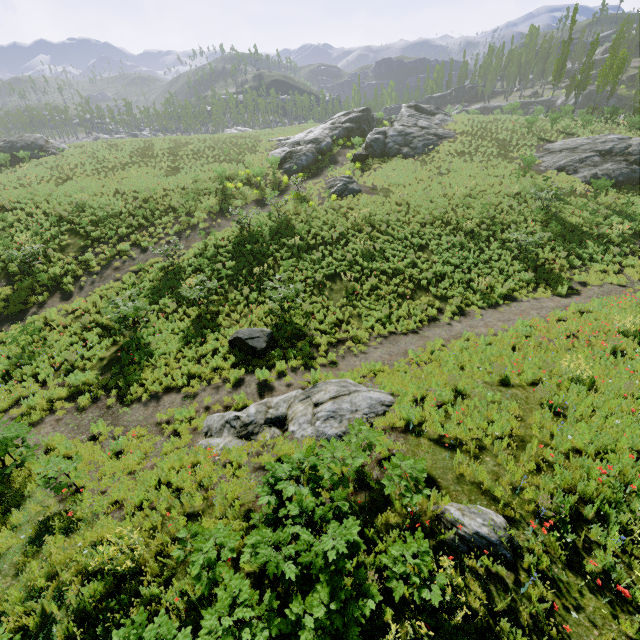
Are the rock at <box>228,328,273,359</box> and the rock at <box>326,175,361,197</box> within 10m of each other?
no

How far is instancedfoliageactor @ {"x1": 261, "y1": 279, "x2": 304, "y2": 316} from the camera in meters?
13.6 m

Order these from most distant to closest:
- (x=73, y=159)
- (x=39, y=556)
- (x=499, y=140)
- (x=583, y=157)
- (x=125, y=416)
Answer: (x=499, y=140) → (x=73, y=159) → (x=583, y=157) → (x=125, y=416) → (x=39, y=556)

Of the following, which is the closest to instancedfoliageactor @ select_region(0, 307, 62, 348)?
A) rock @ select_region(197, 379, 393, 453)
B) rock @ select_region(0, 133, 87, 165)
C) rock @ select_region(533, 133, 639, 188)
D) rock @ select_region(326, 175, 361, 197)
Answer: rock @ select_region(533, 133, 639, 188)

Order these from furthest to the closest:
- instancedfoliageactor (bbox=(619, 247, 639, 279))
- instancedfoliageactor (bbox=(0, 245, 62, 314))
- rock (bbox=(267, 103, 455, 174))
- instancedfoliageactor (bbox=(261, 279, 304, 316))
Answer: rock (bbox=(267, 103, 455, 174)), instancedfoliageactor (bbox=(619, 247, 639, 279)), instancedfoliageactor (bbox=(0, 245, 62, 314)), instancedfoliageactor (bbox=(261, 279, 304, 316))

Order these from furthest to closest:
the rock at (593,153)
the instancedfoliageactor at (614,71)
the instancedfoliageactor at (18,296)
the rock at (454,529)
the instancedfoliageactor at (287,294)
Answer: the instancedfoliageactor at (614,71) → the rock at (593,153) → the instancedfoliageactor at (18,296) → the instancedfoliageactor at (287,294) → the rock at (454,529)

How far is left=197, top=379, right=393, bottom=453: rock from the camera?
8.2m

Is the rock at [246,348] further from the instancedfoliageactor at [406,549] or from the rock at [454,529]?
the rock at [454,529]
